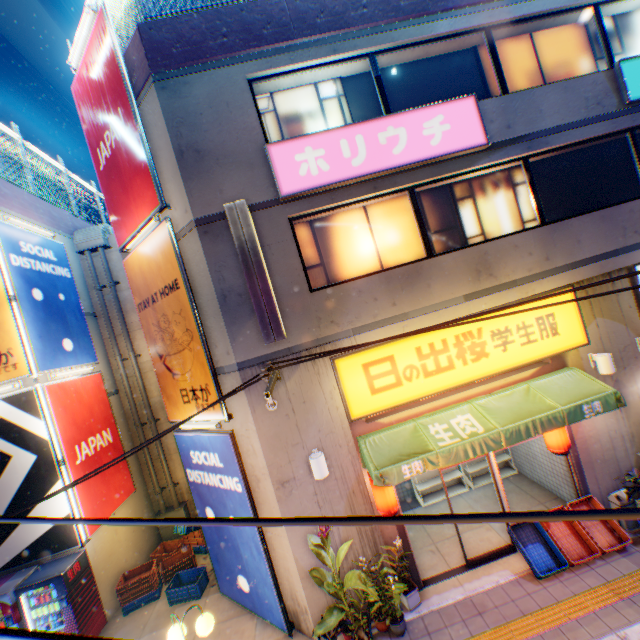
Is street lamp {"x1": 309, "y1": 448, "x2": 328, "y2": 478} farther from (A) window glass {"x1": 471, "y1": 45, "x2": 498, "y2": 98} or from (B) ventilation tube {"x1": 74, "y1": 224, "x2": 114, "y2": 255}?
(B) ventilation tube {"x1": 74, "y1": 224, "x2": 114, "y2": 255}

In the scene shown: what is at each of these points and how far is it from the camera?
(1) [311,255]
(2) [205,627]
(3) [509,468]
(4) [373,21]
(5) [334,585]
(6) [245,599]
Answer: (1) window glass, 7.2m
(2) street lamp, 5.0m
(3) metal shelf, 9.9m
(4) concrete block, 6.8m
(5) plants, 5.9m
(6) billboard, 7.5m

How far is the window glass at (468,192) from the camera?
7.5 meters

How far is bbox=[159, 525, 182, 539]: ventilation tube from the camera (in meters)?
11.70

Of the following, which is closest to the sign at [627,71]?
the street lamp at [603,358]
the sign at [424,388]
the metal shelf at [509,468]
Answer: the sign at [424,388]

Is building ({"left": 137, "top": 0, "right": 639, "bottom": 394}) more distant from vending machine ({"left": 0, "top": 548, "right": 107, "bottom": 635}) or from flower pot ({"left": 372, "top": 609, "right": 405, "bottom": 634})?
vending machine ({"left": 0, "top": 548, "right": 107, "bottom": 635})

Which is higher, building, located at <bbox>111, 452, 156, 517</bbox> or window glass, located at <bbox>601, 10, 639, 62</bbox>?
window glass, located at <bbox>601, 10, 639, 62</bbox>

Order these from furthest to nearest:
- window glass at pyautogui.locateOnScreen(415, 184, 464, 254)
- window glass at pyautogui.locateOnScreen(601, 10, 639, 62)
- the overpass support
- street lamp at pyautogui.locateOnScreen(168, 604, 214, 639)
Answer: the overpass support < window glass at pyautogui.locateOnScreen(601, 10, 639, 62) < window glass at pyautogui.locateOnScreen(415, 184, 464, 254) < street lamp at pyautogui.locateOnScreen(168, 604, 214, 639)
